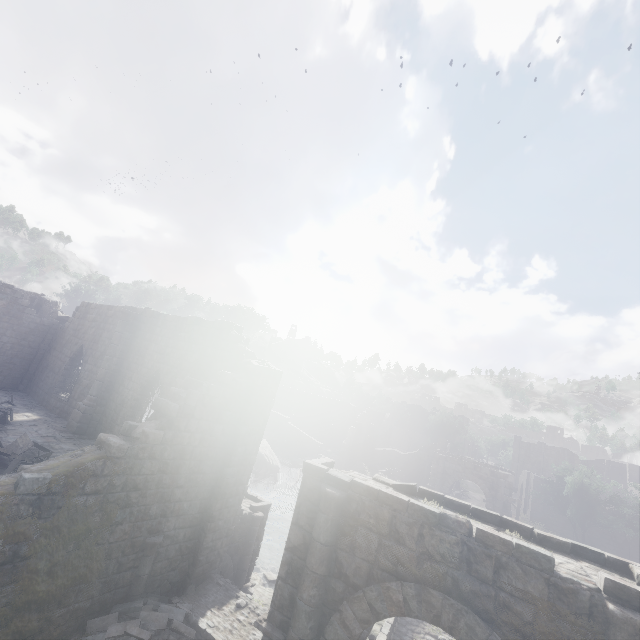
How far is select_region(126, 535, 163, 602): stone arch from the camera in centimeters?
891cm

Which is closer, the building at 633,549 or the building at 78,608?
the building at 78,608

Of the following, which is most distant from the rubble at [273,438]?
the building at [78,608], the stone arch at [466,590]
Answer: the stone arch at [466,590]

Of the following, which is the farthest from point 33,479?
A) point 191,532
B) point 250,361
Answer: point 250,361

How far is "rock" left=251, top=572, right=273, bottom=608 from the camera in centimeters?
1335cm

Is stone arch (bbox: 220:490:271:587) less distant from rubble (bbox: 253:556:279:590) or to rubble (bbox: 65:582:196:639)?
rubble (bbox: 65:582:196:639)
